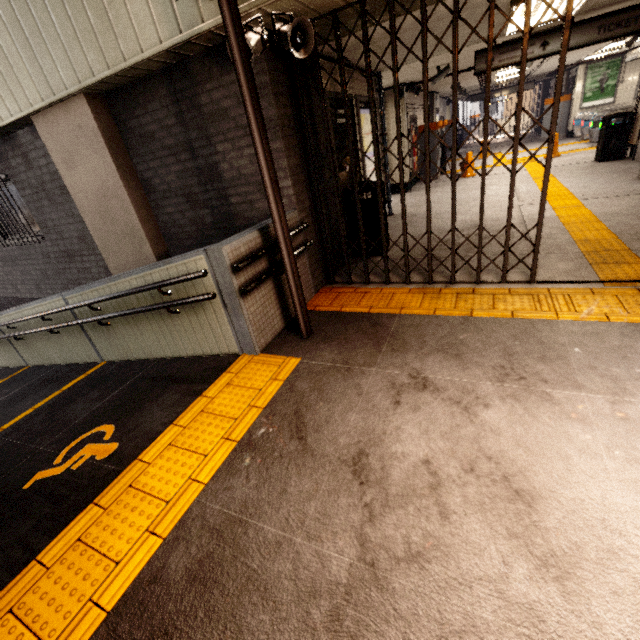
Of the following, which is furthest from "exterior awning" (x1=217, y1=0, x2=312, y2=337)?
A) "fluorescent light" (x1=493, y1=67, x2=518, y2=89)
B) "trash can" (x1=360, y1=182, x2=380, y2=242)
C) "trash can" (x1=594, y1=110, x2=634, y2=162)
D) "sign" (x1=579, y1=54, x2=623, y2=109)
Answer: "sign" (x1=579, y1=54, x2=623, y2=109)

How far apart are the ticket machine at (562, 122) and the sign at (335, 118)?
15.7 meters

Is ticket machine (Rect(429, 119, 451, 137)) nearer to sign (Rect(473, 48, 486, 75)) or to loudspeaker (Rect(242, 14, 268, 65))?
sign (Rect(473, 48, 486, 75))

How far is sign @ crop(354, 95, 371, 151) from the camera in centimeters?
598cm

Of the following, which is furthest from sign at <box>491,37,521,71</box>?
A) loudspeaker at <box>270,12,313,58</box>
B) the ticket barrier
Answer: the ticket barrier

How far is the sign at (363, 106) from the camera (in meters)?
5.98

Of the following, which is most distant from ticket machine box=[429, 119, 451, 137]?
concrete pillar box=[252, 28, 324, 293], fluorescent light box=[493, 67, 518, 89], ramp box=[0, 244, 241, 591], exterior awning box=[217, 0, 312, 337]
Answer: ramp box=[0, 244, 241, 591]

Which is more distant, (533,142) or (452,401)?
(533,142)
